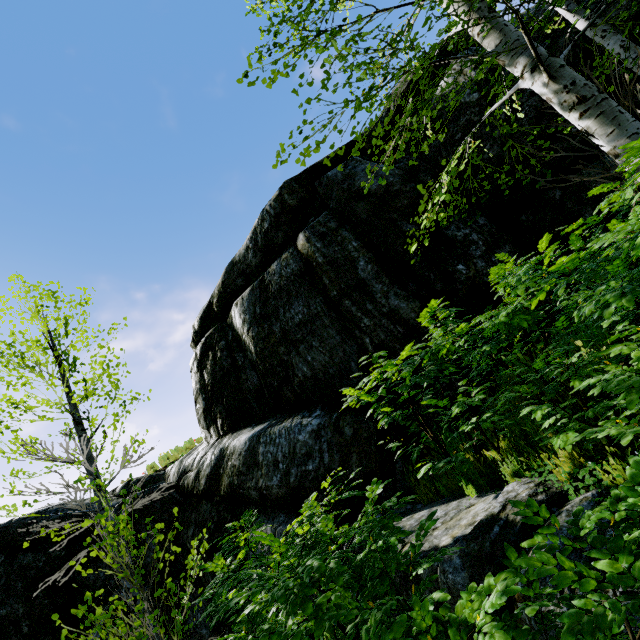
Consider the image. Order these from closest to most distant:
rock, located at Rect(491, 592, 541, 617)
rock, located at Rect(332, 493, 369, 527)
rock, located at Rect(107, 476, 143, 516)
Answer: rock, located at Rect(491, 592, 541, 617) → rock, located at Rect(332, 493, 369, 527) → rock, located at Rect(107, 476, 143, 516)

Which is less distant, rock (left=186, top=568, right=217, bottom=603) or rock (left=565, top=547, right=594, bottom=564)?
rock (left=565, top=547, right=594, bottom=564)

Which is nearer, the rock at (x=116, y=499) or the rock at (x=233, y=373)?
the rock at (x=233, y=373)

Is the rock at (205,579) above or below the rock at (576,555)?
above

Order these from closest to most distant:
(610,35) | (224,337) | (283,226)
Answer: (610,35), (283,226), (224,337)
